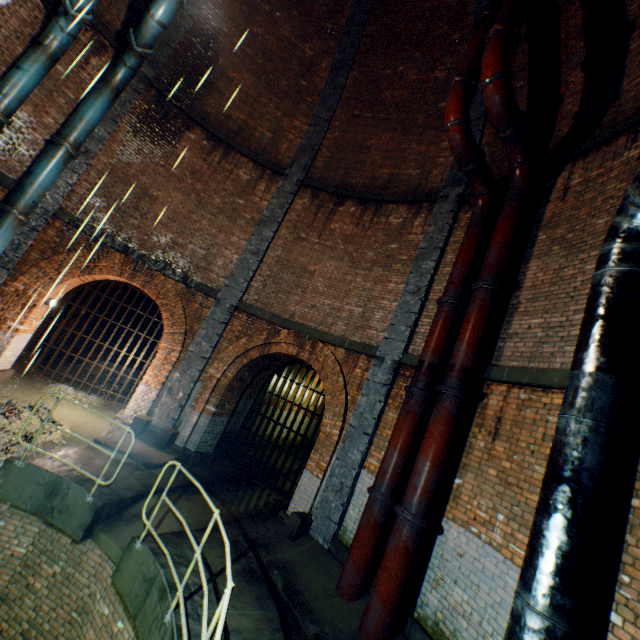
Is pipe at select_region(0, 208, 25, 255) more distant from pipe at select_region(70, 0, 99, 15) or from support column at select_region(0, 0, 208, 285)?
pipe at select_region(70, 0, 99, 15)

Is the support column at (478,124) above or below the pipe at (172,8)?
above

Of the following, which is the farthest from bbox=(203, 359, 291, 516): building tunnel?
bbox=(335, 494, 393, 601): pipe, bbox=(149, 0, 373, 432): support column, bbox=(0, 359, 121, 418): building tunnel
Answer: bbox=(335, 494, 393, 601): pipe

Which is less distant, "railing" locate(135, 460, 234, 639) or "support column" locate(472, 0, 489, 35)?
"railing" locate(135, 460, 234, 639)

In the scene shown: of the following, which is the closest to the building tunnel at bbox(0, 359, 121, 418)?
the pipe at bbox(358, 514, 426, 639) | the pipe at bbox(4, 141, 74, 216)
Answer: the pipe at bbox(4, 141, 74, 216)

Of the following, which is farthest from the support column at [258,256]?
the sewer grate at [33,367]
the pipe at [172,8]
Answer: the pipe at [172,8]

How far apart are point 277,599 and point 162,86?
13.4 meters

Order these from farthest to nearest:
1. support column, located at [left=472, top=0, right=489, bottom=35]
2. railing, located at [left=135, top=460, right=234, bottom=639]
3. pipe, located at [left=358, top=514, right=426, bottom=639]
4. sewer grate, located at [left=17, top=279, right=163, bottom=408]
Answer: sewer grate, located at [left=17, top=279, right=163, bottom=408] → support column, located at [left=472, top=0, right=489, bottom=35] → pipe, located at [left=358, top=514, right=426, bottom=639] → railing, located at [left=135, top=460, right=234, bottom=639]
